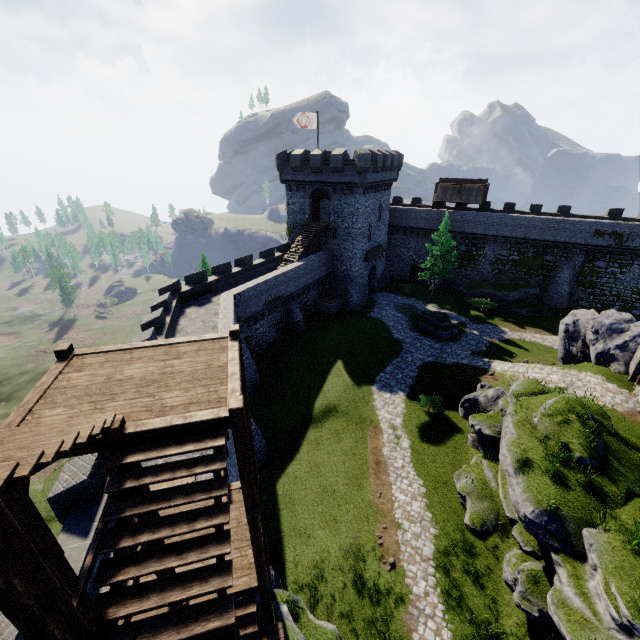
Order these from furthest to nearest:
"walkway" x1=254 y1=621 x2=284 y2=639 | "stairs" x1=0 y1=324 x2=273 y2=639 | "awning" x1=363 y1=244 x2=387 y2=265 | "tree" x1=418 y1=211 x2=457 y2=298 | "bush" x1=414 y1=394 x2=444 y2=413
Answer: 1. "awning" x1=363 y1=244 x2=387 y2=265
2. "tree" x1=418 y1=211 x2=457 y2=298
3. "bush" x1=414 y1=394 x2=444 y2=413
4. "walkway" x1=254 y1=621 x2=284 y2=639
5. "stairs" x1=0 y1=324 x2=273 y2=639

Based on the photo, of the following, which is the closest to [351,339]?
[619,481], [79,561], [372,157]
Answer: [372,157]

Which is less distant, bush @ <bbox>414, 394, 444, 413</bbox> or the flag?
bush @ <bbox>414, 394, 444, 413</bbox>

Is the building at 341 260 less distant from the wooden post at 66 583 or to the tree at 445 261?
the tree at 445 261

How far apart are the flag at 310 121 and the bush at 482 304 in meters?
24.8

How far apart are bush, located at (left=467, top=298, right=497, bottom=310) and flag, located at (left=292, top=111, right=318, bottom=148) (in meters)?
24.81

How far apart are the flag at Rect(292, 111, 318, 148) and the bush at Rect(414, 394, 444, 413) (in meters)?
27.86

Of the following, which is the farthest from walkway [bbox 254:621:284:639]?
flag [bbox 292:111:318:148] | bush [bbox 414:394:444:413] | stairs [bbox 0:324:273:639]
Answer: flag [bbox 292:111:318:148]
